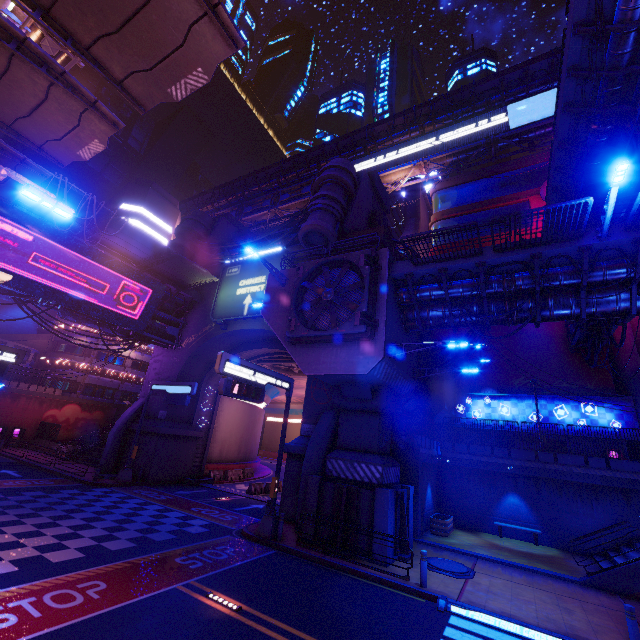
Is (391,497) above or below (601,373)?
below

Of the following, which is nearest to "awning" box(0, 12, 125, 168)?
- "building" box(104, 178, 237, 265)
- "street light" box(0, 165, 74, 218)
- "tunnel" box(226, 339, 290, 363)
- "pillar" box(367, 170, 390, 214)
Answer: "street light" box(0, 165, 74, 218)

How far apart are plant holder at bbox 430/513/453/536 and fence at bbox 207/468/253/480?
18.8 meters

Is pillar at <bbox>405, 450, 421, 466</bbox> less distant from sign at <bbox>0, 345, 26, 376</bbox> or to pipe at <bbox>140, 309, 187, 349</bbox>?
pipe at <bbox>140, 309, 187, 349</bbox>

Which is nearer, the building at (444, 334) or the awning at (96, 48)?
the awning at (96, 48)

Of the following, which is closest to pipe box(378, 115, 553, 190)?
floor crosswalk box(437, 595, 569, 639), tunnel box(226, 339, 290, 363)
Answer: tunnel box(226, 339, 290, 363)

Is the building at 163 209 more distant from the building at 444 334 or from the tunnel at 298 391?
the building at 444 334

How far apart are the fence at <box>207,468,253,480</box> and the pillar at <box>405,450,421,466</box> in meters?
18.7
